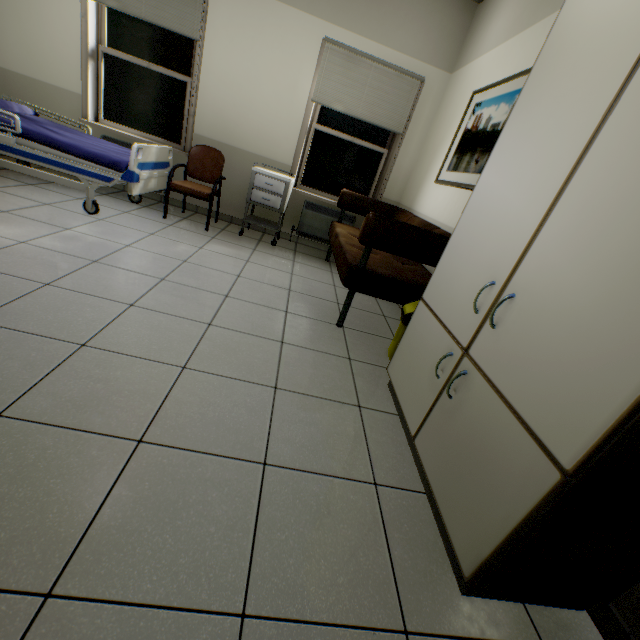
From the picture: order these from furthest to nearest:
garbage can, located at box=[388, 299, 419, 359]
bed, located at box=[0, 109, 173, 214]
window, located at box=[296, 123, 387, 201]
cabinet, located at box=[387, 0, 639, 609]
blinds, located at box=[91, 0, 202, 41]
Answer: window, located at box=[296, 123, 387, 201], blinds, located at box=[91, 0, 202, 41], bed, located at box=[0, 109, 173, 214], garbage can, located at box=[388, 299, 419, 359], cabinet, located at box=[387, 0, 639, 609]

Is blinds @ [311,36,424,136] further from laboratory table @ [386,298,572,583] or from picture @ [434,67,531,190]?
laboratory table @ [386,298,572,583]

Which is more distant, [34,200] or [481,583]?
[34,200]

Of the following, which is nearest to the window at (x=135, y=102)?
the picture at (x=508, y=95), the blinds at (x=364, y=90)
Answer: the blinds at (x=364, y=90)

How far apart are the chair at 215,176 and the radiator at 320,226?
1.2m

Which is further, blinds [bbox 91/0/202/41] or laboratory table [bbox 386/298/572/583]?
blinds [bbox 91/0/202/41]

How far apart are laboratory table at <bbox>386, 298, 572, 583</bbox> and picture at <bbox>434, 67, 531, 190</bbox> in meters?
1.3

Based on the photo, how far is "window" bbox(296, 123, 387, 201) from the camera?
4.42m
